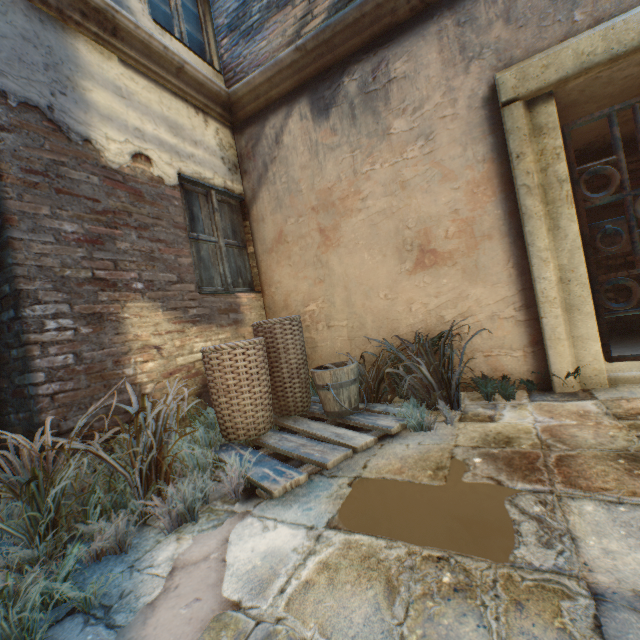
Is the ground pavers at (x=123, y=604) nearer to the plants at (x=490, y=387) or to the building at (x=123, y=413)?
the building at (x=123, y=413)

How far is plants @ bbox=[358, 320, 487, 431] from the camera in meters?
2.4 m

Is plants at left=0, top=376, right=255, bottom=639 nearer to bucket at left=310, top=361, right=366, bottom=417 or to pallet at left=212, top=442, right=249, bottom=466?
pallet at left=212, top=442, right=249, bottom=466

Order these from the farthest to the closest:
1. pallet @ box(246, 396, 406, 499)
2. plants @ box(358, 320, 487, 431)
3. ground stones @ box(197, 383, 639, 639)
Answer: plants @ box(358, 320, 487, 431)
pallet @ box(246, 396, 406, 499)
ground stones @ box(197, 383, 639, 639)

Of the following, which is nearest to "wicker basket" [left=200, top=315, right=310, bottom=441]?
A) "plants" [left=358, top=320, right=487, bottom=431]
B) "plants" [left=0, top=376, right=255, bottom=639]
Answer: "plants" [left=0, top=376, right=255, bottom=639]

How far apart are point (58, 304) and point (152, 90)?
2.46m

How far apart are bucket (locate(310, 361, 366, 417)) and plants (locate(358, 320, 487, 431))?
0.1 meters

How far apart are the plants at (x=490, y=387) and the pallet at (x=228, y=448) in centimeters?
2cm
